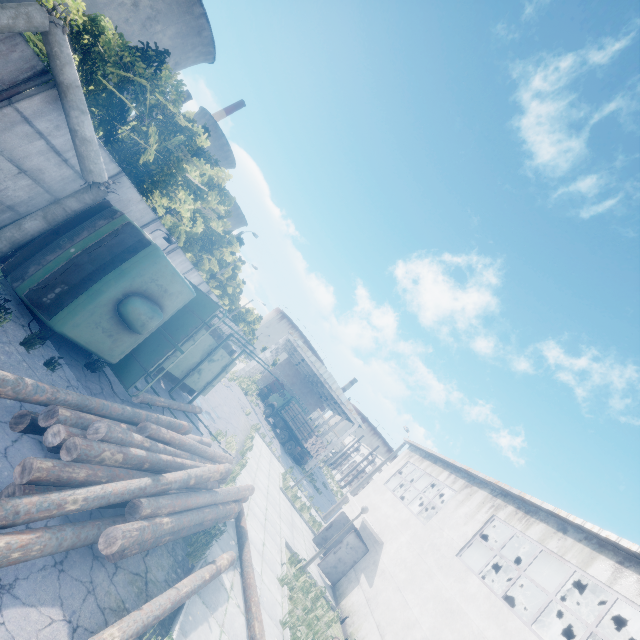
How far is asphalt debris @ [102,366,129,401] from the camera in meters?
8.7 m

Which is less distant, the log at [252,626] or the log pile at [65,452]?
the log pile at [65,452]

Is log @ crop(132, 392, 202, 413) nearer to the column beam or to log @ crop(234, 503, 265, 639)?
log @ crop(234, 503, 265, 639)

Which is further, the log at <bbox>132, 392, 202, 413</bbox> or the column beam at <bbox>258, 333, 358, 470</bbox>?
the column beam at <bbox>258, 333, 358, 470</bbox>

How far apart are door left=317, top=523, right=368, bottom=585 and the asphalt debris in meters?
11.5

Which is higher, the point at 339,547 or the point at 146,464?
the point at 339,547

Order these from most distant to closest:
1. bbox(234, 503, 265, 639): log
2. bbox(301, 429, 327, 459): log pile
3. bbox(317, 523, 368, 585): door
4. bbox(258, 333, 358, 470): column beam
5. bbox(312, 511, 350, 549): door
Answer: bbox(258, 333, 358, 470): column beam
bbox(301, 429, 327, 459): log pile
bbox(312, 511, 350, 549): door
bbox(317, 523, 368, 585): door
bbox(234, 503, 265, 639): log

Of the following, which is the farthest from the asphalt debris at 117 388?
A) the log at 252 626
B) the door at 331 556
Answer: the door at 331 556
